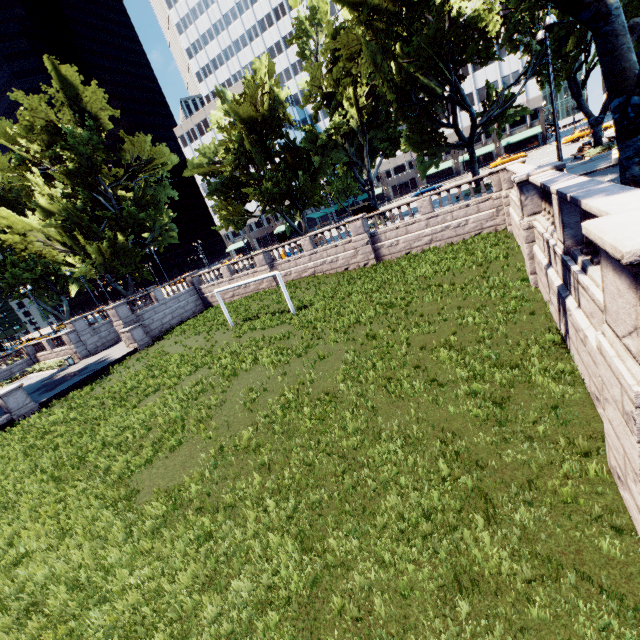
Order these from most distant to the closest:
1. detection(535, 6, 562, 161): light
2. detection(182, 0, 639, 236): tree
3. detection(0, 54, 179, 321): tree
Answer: detection(0, 54, 179, 321): tree, detection(535, 6, 562, 161): light, detection(182, 0, 639, 236): tree

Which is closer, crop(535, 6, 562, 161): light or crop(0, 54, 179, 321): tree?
crop(535, 6, 562, 161): light

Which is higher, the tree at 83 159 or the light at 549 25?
the tree at 83 159

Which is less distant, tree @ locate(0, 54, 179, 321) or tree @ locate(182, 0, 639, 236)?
tree @ locate(182, 0, 639, 236)

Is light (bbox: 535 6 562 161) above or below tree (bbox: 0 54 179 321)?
below

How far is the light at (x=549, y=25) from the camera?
12.3 meters

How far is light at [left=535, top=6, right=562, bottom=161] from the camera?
12.3 meters

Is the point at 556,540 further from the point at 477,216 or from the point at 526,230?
the point at 477,216
